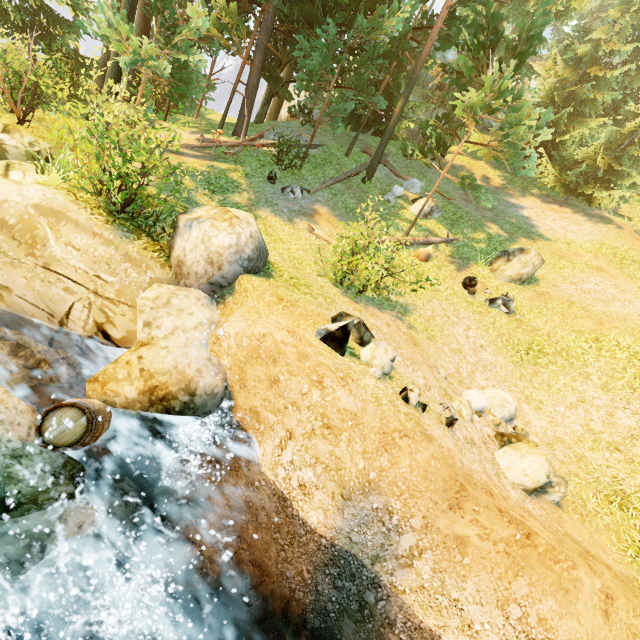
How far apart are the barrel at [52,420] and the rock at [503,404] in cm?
745

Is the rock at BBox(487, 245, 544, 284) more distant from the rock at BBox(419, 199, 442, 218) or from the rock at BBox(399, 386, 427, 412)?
the rock at BBox(399, 386, 427, 412)

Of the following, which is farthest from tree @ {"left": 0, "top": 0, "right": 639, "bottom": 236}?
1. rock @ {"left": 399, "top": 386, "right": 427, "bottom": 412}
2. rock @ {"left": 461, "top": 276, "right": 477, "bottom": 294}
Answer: rock @ {"left": 399, "top": 386, "right": 427, "bottom": 412}

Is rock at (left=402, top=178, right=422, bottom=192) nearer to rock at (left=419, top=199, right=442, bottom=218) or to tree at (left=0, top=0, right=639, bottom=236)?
rock at (left=419, top=199, right=442, bottom=218)

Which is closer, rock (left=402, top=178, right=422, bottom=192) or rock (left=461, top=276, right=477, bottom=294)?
rock (left=461, top=276, right=477, bottom=294)

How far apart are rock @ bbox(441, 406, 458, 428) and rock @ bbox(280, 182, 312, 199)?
11.0 meters

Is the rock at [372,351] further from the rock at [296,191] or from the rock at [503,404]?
the rock at [296,191]

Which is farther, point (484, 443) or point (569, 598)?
point (484, 443)
